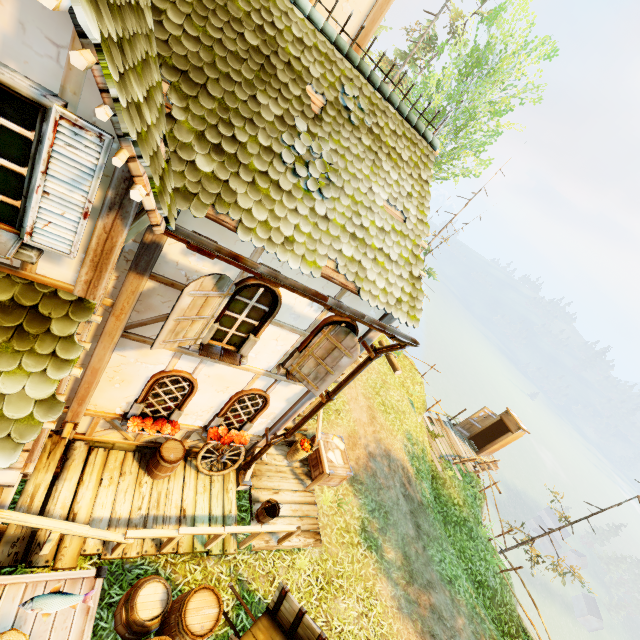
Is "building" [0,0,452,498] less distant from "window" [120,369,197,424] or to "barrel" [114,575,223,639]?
"window" [120,369,197,424]

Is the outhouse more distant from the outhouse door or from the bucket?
the bucket

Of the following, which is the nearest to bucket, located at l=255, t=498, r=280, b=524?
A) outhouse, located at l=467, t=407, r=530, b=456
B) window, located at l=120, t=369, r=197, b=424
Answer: window, located at l=120, t=369, r=197, b=424

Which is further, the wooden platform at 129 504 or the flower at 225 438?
the flower at 225 438

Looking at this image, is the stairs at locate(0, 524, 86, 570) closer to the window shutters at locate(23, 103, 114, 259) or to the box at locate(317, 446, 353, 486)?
the window shutters at locate(23, 103, 114, 259)

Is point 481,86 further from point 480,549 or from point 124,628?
point 124,628

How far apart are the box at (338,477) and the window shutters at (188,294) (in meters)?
5.33

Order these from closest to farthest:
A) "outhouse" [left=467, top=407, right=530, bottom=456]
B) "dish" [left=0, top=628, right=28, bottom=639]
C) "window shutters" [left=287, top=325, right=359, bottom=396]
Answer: "dish" [left=0, top=628, right=28, bottom=639] < "window shutters" [left=287, top=325, right=359, bottom=396] < "outhouse" [left=467, top=407, right=530, bottom=456]
